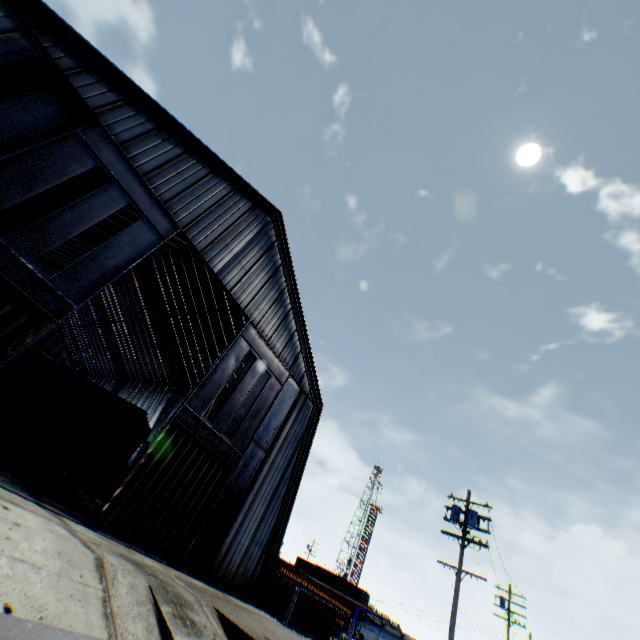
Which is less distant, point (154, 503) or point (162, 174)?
point (154, 503)

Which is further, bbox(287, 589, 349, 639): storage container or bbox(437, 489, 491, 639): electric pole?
bbox(287, 589, 349, 639): storage container

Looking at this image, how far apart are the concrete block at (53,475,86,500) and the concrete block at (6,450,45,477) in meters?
1.2 m

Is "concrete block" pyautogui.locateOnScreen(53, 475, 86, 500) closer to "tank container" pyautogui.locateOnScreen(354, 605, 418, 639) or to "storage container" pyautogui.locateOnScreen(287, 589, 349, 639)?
"storage container" pyautogui.locateOnScreen(287, 589, 349, 639)

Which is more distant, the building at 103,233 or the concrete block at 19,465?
the building at 103,233

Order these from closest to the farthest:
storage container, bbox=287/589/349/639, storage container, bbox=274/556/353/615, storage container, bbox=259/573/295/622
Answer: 1. storage container, bbox=259/573/295/622
2. storage container, bbox=274/556/353/615
3. storage container, bbox=287/589/349/639

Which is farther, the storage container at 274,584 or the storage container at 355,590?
the storage container at 355,590

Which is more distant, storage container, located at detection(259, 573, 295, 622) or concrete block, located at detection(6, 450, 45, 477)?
storage container, located at detection(259, 573, 295, 622)
